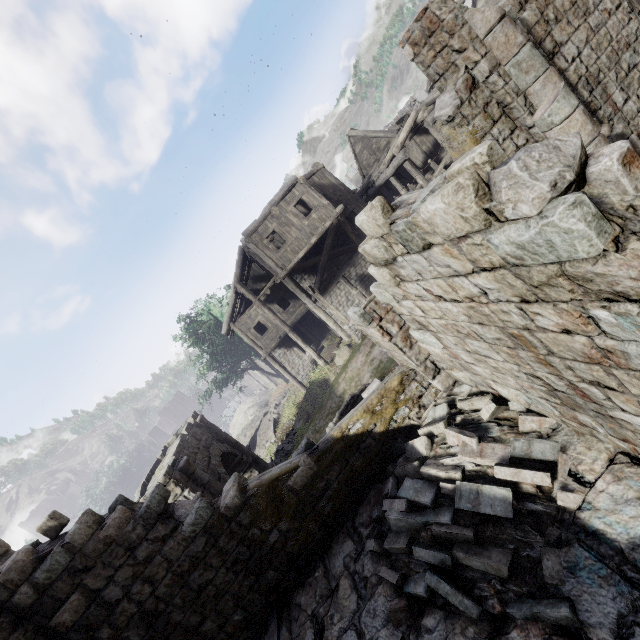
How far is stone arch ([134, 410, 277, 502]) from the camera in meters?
10.7 m

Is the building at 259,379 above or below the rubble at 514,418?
below

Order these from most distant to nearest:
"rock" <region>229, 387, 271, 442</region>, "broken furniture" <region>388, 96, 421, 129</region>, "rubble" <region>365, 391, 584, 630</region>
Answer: "rock" <region>229, 387, 271, 442</region> < "broken furniture" <region>388, 96, 421, 129</region> < "rubble" <region>365, 391, 584, 630</region>

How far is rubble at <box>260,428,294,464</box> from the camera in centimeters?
1947cm

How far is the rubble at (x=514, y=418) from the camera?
3.88m

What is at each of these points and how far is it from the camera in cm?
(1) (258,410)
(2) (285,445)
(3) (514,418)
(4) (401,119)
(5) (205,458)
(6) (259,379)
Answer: (1) rock, 3816
(2) rubble, 1977
(3) rubble, 532
(4) broken furniture, 2172
(5) stone arch, 1358
(6) building, 5747

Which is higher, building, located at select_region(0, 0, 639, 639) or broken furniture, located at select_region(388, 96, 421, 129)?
broken furniture, located at select_region(388, 96, 421, 129)

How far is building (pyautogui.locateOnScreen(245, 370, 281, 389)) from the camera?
41.1 meters
